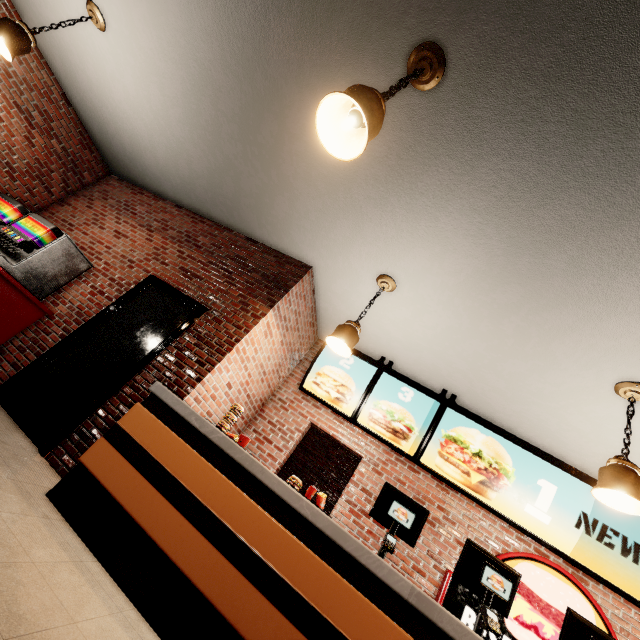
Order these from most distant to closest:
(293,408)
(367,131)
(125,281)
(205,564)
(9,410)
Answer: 1. (293,408)
2. (125,281)
3. (9,410)
4. (205,564)
5. (367,131)
